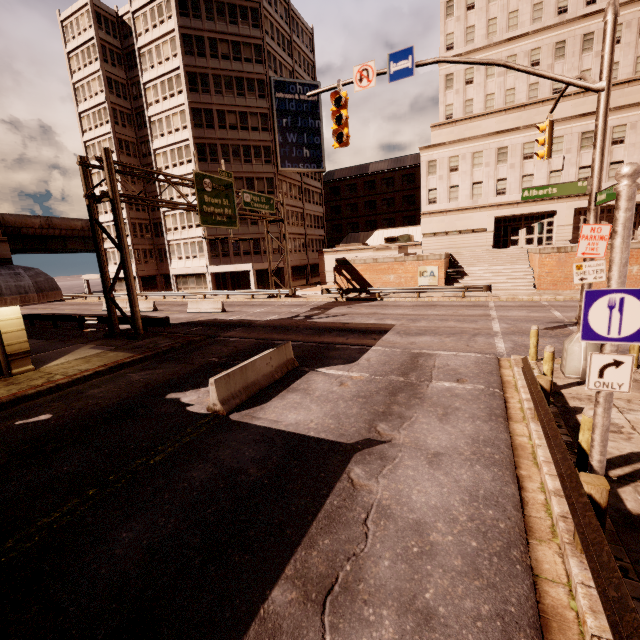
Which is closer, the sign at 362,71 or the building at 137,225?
the sign at 362,71

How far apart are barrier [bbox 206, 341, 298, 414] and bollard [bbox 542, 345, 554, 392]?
7.59m

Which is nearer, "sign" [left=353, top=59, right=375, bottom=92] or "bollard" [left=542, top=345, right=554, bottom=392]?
"bollard" [left=542, top=345, right=554, bottom=392]

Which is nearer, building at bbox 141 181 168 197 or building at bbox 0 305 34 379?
building at bbox 0 305 34 379

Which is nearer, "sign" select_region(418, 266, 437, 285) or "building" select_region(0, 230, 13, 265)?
"building" select_region(0, 230, 13, 265)

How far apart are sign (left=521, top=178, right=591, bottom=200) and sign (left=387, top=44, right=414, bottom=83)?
4.7 meters

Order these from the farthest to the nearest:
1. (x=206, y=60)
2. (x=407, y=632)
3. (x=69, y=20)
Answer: (x=69, y=20), (x=206, y=60), (x=407, y=632)

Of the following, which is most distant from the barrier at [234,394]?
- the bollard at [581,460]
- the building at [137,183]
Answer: the building at [137,183]
